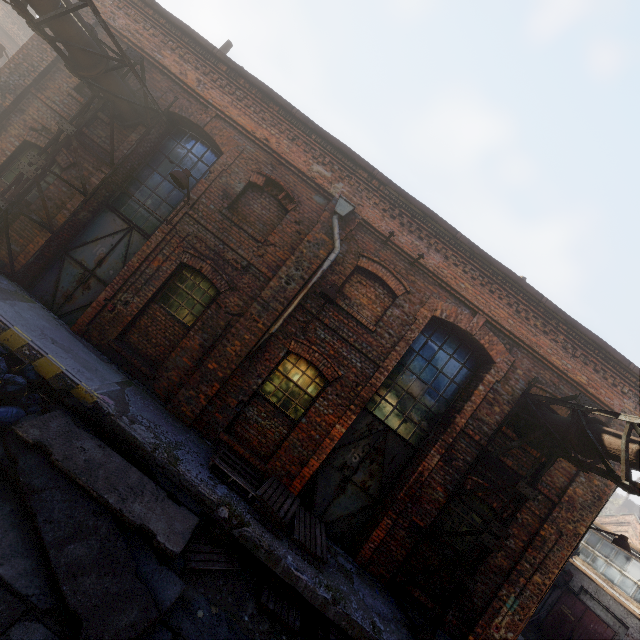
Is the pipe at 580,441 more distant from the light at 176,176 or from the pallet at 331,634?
the pallet at 331,634

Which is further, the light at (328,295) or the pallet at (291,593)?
the light at (328,295)

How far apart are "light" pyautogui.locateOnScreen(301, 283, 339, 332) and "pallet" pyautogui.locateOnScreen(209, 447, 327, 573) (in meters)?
3.19

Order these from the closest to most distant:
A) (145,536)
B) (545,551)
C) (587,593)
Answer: (145,536), (545,551), (587,593)

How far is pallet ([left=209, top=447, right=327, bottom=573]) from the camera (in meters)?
6.25

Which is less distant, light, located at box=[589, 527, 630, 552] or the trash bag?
the trash bag

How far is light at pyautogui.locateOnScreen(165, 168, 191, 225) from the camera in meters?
7.0

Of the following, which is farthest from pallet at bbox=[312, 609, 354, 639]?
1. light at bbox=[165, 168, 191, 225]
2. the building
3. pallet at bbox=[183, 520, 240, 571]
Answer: light at bbox=[165, 168, 191, 225]
